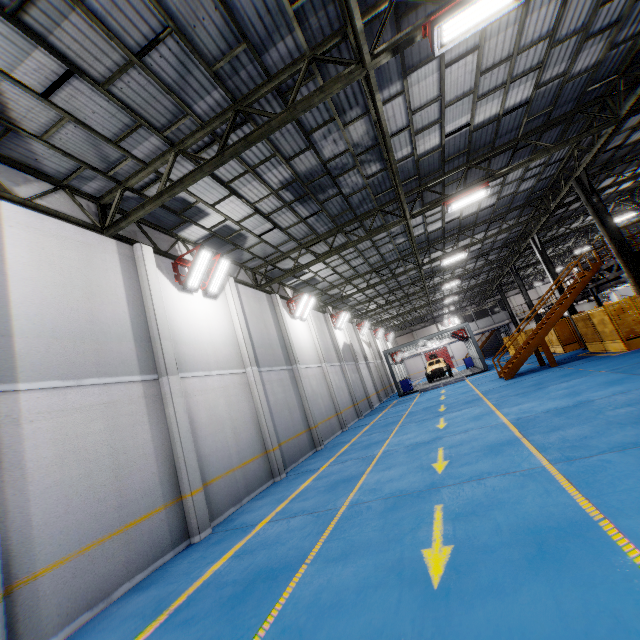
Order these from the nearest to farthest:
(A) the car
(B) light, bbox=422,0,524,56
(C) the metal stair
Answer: (B) light, bbox=422,0,524,56 → (C) the metal stair → (A) the car

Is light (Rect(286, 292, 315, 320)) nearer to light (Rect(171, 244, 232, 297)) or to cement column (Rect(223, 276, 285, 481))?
cement column (Rect(223, 276, 285, 481))

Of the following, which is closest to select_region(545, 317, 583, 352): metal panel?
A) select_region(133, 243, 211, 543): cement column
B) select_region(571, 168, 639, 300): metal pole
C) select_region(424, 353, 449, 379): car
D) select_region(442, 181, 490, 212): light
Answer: select_region(571, 168, 639, 300): metal pole

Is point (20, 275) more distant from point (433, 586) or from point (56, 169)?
point (433, 586)

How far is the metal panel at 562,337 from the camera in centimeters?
2195cm

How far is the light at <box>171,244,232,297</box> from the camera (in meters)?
10.44

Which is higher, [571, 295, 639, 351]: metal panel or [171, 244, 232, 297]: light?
[171, 244, 232, 297]: light

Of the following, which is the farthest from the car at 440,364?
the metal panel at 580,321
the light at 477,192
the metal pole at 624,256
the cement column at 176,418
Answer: the cement column at 176,418
